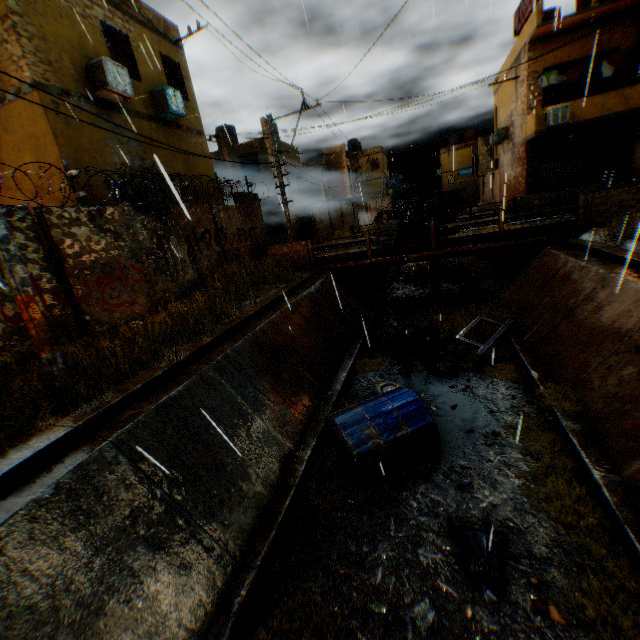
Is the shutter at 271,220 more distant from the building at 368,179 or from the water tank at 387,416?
the water tank at 387,416

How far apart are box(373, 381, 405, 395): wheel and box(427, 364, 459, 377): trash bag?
→ 1.0 meters

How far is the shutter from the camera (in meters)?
24.67

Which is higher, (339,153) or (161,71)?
(161,71)

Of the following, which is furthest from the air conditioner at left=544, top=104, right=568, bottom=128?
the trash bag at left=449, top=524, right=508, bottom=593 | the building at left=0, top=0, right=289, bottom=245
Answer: the trash bag at left=449, top=524, right=508, bottom=593

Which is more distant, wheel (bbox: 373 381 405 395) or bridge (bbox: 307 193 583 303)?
bridge (bbox: 307 193 583 303)

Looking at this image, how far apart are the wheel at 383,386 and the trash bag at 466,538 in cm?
343

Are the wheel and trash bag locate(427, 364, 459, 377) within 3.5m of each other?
yes
